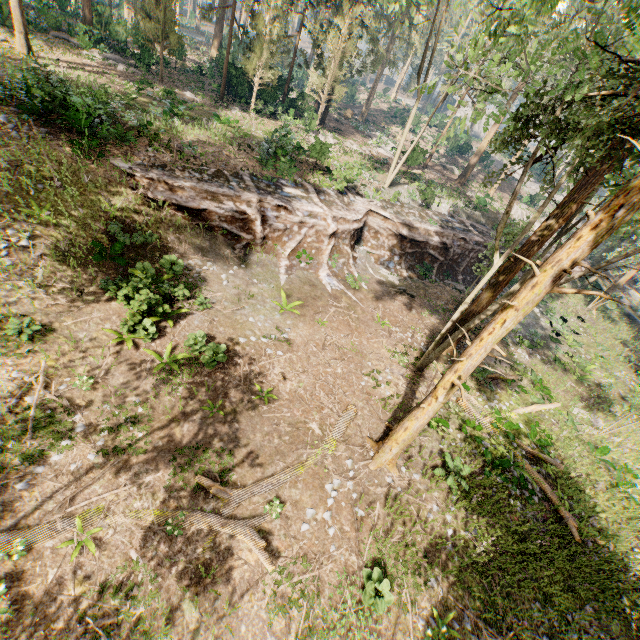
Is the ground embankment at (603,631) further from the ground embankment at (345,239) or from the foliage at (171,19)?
the ground embankment at (345,239)

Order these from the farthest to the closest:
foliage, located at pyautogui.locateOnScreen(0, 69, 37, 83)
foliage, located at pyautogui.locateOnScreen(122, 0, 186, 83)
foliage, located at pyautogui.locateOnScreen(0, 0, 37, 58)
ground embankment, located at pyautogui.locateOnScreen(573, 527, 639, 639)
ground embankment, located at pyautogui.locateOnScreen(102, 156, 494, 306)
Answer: foliage, located at pyautogui.locateOnScreen(122, 0, 186, 83), foliage, located at pyautogui.locateOnScreen(0, 0, 37, 58), ground embankment, located at pyautogui.locateOnScreen(102, 156, 494, 306), foliage, located at pyautogui.locateOnScreen(0, 69, 37, 83), ground embankment, located at pyautogui.locateOnScreen(573, 527, 639, 639)

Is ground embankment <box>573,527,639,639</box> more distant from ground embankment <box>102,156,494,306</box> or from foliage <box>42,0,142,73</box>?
ground embankment <box>102,156,494,306</box>

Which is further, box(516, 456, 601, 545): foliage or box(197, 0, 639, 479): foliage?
box(516, 456, 601, 545): foliage

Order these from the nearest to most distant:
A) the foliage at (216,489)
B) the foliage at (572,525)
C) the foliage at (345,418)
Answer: the foliage at (216,489) < the foliage at (345,418) < the foliage at (572,525)

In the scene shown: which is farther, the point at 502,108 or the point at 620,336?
the point at 620,336

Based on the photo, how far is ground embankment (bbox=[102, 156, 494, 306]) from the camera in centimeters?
1673cm
